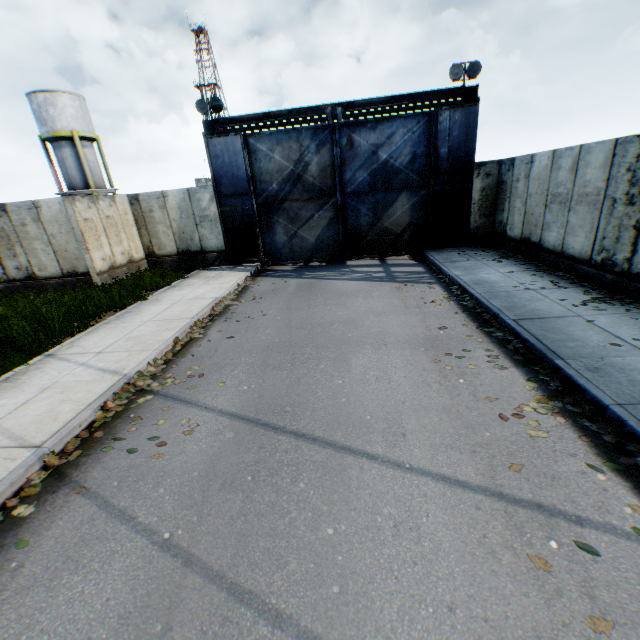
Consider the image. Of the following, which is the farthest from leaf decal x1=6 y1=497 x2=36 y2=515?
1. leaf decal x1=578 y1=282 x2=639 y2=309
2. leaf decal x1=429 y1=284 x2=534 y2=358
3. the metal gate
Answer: the metal gate

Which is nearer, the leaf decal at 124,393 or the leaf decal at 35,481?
the leaf decal at 35,481

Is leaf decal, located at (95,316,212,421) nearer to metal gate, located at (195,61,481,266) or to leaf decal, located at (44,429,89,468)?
leaf decal, located at (44,429,89,468)

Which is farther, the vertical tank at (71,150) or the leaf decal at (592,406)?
the vertical tank at (71,150)

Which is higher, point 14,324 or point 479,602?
point 14,324

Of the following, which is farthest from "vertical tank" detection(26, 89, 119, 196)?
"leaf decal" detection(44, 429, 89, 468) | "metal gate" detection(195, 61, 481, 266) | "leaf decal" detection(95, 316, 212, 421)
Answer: "leaf decal" detection(44, 429, 89, 468)

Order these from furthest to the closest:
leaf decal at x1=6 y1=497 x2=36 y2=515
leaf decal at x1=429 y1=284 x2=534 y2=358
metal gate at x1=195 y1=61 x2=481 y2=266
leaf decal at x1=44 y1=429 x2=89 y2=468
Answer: metal gate at x1=195 y1=61 x2=481 y2=266, leaf decal at x1=429 y1=284 x2=534 y2=358, leaf decal at x1=44 y1=429 x2=89 y2=468, leaf decal at x1=6 y1=497 x2=36 y2=515

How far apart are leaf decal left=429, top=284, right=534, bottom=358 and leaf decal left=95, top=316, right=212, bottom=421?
5.3m
